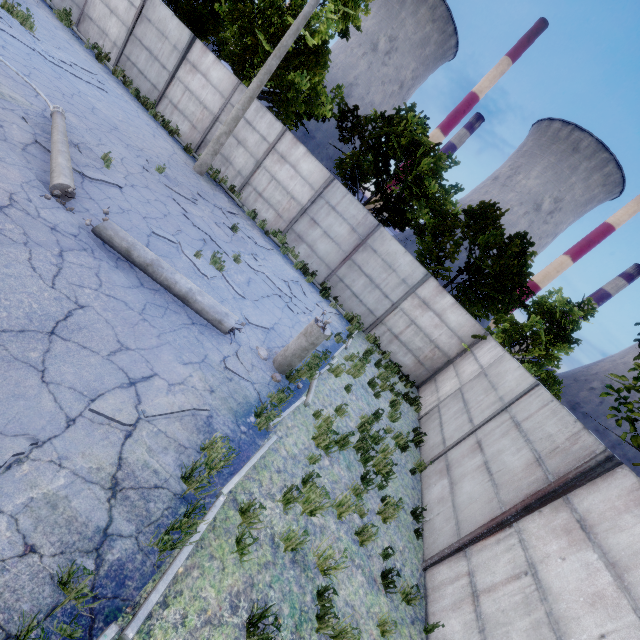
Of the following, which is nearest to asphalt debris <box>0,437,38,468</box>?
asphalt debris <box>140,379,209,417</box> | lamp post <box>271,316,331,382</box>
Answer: asphalt debris <box>140,379,209,417</box>

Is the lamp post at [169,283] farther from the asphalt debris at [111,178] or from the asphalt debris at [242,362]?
the asphalt debris at [111,178]

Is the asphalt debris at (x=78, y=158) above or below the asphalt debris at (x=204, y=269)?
below

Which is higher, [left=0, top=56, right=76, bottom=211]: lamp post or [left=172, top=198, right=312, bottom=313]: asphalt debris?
[left=0, top=56, right=76, bottom=211]: lamp post

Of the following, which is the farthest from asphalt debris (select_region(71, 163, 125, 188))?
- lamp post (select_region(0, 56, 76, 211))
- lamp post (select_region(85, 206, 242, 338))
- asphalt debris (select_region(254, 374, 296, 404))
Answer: asphalt debris (select_region(254, 374, 296, 404))

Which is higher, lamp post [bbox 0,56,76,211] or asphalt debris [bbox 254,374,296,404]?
lamp post [bbox 0,56,76,211]

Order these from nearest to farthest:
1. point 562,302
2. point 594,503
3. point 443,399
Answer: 1. point 594,503
2. point 443,399
3. point 562,302

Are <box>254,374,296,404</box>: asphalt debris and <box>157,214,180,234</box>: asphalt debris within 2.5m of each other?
no
